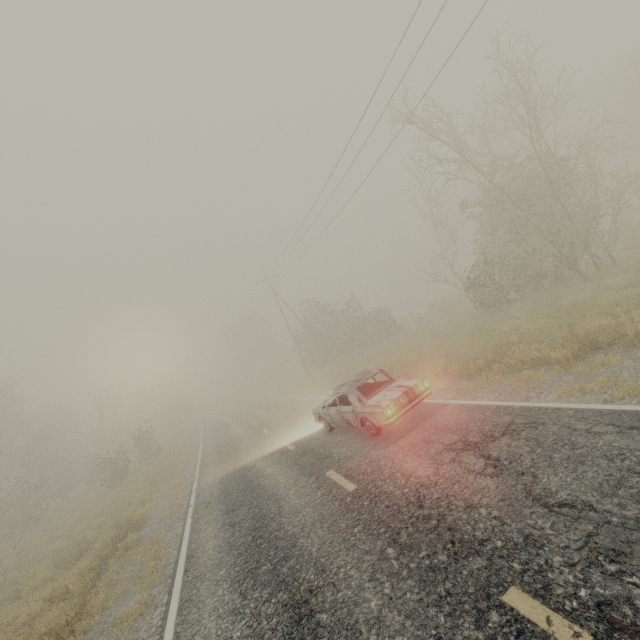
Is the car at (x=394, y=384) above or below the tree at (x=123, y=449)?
below

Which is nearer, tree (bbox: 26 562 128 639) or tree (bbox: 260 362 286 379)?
tree (bbox: 26 562 128 639)

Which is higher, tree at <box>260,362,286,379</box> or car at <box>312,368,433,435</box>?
tree at <box>260,362,286,379</box>

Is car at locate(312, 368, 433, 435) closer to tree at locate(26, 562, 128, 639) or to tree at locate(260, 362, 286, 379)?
tree at locate(26, 562, 128, 639)

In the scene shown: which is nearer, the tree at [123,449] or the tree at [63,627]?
the tree at [63,627]

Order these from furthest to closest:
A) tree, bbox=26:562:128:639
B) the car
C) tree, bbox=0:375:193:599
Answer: tree, bbox=0:375:193:599 → the car → tree, bbox=26:562:128:639

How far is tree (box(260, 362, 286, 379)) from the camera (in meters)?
58.12

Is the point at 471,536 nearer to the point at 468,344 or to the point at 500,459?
the point at 500,459
